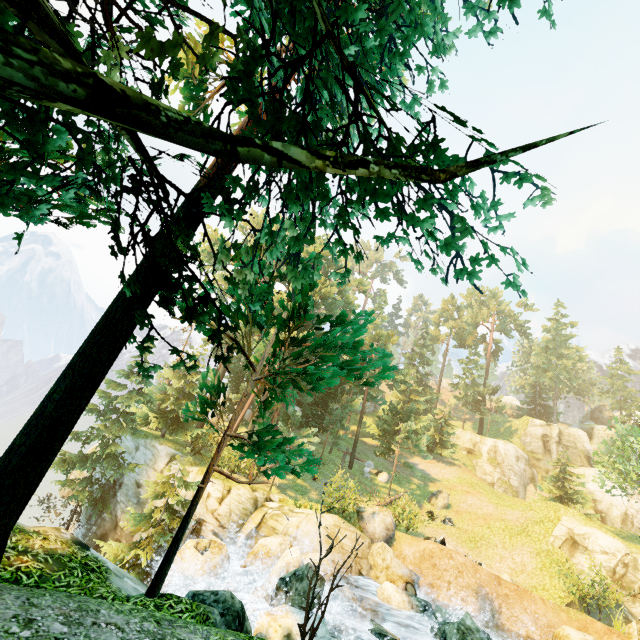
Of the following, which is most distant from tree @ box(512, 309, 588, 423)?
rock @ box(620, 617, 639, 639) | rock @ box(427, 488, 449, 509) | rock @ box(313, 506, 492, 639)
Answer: rock @ box(620, 617, 639, 639)

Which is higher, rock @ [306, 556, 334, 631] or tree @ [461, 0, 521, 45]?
tree @ [461, 0, 521, 45]

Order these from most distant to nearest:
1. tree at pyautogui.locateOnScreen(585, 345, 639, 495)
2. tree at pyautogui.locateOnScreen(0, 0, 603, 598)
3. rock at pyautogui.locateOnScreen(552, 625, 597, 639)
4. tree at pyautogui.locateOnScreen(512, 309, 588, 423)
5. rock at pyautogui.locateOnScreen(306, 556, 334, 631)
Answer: tree at pyautogui.locateOnScreen(512, 309, 588, 423) < tree at pyautogui.locateOnScreen(585, 345, 639, 495) < rock at pyautogui.locateOnScreen(552, 625, 597, 639) < rock at pyautogui.locateOnScreen(306, 556, 334, 631) < tree at pyautogui.locateOnScreen(0, 0, 603, 598)

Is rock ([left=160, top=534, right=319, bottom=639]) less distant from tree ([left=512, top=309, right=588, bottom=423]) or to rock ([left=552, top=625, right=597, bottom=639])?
tree ([left=512, top=309, right=588, bottom=423])

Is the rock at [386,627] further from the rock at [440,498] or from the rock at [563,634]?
the rock at [440,498]

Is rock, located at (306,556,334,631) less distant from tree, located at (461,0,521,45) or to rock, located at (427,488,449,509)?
tree, located at (461,0,521,45)

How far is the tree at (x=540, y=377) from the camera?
46.41m

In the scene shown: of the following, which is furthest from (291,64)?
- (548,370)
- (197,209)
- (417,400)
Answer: (548,370)
